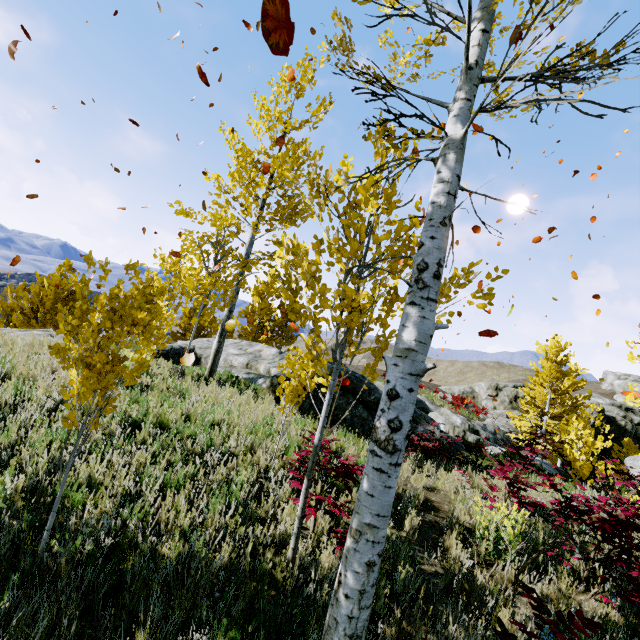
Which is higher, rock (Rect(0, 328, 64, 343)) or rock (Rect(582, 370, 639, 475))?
rock (Rect(582, 370, 639, 475))

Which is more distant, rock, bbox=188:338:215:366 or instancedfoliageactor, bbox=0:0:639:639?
rock, bbox=188:338:215:366

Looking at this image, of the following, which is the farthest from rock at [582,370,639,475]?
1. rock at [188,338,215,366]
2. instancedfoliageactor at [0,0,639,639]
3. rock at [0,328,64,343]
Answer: instancedfoliageactor at [0,0,639,639]

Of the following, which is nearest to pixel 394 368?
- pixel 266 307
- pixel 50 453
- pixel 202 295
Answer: pixel 50 453

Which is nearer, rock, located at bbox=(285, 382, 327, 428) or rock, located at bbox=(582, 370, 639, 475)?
rock, located at bbox=(285, 382, 327, 428)

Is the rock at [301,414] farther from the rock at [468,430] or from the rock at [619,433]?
the rock at [619,433]

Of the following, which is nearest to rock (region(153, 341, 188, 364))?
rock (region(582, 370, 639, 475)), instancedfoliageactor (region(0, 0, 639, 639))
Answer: instancedfoliageactor (region(0, 0, 639, 639))

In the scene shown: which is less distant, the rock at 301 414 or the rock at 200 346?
the rock at 301 414
